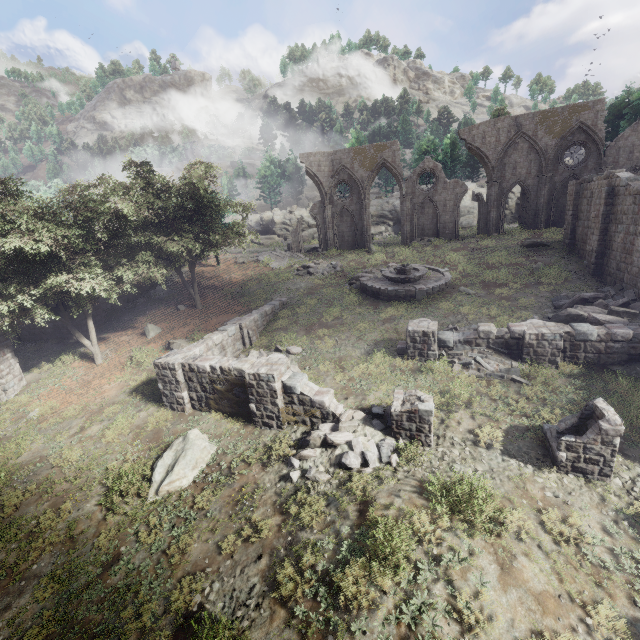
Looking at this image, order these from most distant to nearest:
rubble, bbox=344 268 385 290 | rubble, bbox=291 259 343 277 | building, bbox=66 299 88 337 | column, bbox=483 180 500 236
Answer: column, bbox=483 180 500 236
rubble, bbox=291 259 343 277
rubble, bbox=344 268 385 290
building, bbox=66 299 88 337

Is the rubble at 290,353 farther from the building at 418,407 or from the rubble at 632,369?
the rubble at 632,369

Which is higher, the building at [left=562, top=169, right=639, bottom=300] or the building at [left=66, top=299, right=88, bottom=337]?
the building at [left=562, top=169, right=639, bottom=300]

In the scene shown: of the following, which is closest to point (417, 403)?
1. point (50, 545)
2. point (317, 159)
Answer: point (50, 545)

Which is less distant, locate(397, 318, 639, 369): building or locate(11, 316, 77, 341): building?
locate(397, 318, 639, 369): building

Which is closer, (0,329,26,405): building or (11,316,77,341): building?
(0,329,26,405): building

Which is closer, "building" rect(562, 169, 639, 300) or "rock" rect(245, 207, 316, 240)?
"building" rect(562, 169, 639, 300)

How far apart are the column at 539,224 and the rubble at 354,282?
16.7m
